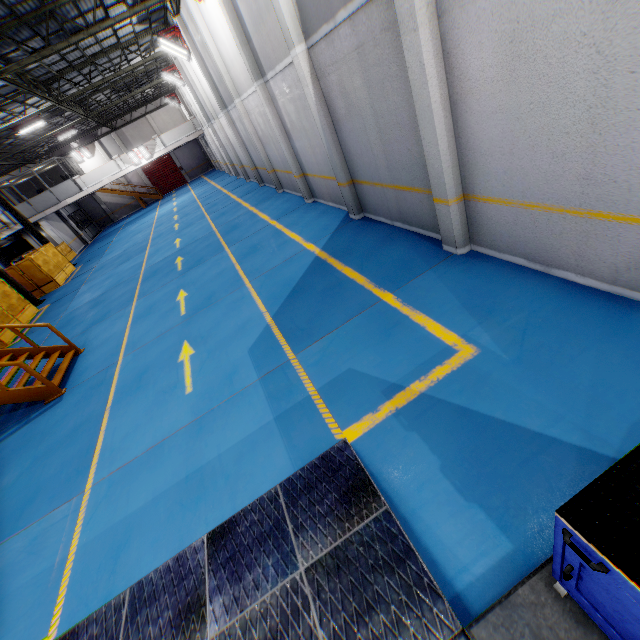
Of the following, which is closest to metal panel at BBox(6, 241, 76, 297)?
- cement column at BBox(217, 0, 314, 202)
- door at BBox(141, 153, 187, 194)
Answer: cement column at BBox(217, 0, 314, 202)

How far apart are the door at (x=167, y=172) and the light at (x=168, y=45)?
26.34m

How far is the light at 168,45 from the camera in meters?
15.8 m

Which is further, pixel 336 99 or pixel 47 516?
pixel 336 99

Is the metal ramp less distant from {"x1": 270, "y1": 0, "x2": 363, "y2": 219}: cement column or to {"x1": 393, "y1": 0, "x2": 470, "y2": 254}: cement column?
{"x1": 393, "y1": 0, "x2": 470, "y2": 254}: cement column

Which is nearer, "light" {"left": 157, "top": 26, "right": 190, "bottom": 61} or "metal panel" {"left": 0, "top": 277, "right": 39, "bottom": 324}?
"metal panel" {"left": 0, "top": 277, "right": 39, "bottom": 324}

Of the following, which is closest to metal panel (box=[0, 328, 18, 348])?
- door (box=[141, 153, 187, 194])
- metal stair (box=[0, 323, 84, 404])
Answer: metal stair (box=[0, 323, 84, 404])

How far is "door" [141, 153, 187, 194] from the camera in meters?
39.7
